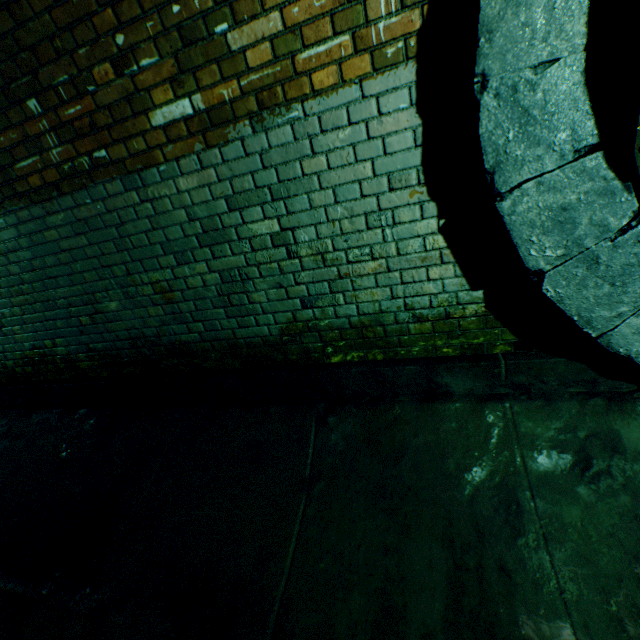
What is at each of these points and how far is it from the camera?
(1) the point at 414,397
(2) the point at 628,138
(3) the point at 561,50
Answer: (1) building tunnel, 2.2m
(2) sewer grate, 1.2m
(3) sewerage pipe, 1.2m
